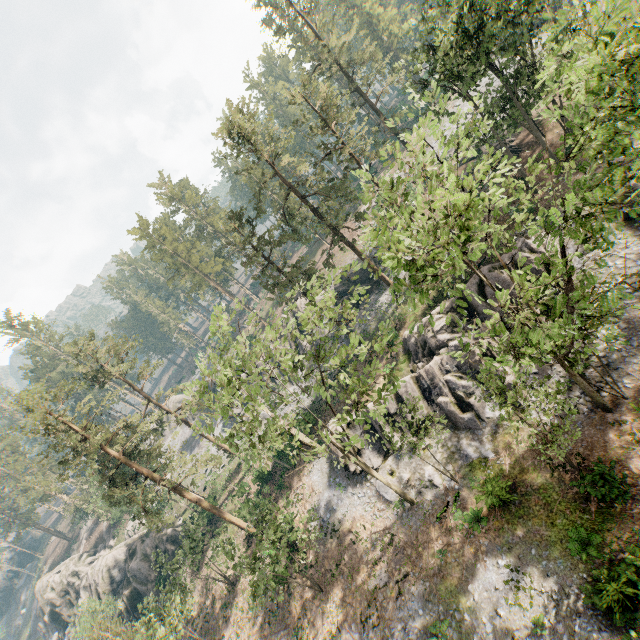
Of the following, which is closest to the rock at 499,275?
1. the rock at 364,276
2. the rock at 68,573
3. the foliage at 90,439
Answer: the foliage at 90,439

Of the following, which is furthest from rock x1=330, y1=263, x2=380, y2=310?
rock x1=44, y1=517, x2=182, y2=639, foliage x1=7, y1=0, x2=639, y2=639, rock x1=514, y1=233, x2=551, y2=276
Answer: rock x1=44, y1=517, x2=182, y2=639

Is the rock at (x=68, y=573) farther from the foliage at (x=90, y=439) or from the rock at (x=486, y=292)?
the rock at (x=486, y=292)

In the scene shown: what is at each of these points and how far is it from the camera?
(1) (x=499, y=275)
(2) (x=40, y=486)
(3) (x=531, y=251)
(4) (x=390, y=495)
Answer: (1) rock, 24.0 meters
(2) foliage, 58.9 meters
(3) rock, 22.9 meters
(4) rock, 26.2 meters

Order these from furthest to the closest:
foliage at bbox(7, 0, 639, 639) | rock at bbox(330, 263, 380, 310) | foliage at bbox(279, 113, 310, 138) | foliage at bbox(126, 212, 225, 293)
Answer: foliage at bbox(126, 212, 225, 293)
rock at bbox(330, 263, 380, 310)
foliage at bbox(279, 113, 310, 138)
foliage at bbox(7, 0, 639, 639)

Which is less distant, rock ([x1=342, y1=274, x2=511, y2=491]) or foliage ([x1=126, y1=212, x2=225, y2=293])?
rock ([x1=342, y1=274, x2=511, y2=491])

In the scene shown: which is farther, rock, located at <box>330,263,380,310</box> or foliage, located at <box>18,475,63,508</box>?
foliage, located at <box>18,475,63,508</box>

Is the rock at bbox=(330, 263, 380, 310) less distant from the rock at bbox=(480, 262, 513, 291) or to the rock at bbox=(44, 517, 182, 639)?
the rock at bbox=(480, 262, 513, 291)
